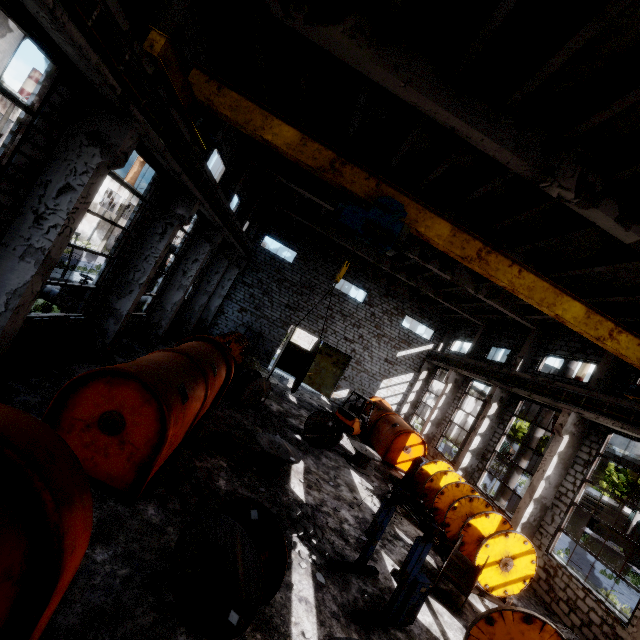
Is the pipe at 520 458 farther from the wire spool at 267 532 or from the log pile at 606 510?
the log pile at 606 510

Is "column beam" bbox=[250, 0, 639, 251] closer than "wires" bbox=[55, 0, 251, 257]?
No

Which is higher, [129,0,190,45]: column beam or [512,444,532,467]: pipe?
[129,0,190,45]: column beam

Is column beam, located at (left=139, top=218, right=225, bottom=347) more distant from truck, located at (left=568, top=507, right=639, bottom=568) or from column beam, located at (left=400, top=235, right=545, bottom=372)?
truck, located at (left=568, top=507, right=639, bottom=568)

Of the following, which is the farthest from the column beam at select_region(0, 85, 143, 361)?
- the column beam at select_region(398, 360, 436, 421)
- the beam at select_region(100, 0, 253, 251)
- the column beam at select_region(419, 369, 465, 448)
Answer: the column beam at select_region(398, 360, 436, 421)

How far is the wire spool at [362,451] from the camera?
14.0m

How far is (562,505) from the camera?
12.07m

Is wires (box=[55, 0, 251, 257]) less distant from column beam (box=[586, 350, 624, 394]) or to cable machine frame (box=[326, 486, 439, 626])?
column beam (box=[586, 350, 624, 394])
